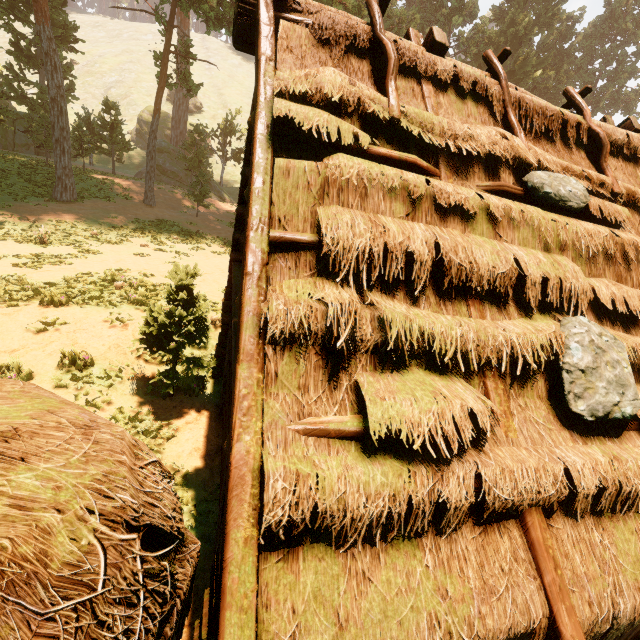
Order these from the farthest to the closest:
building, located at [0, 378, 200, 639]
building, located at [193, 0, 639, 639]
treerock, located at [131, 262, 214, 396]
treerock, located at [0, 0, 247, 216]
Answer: treerock, located at [0, 0, 247, 216]
treerock, located at [131, 262, 214, 396]
building, located at [193, 0, 639, 639]
building, located at [0, 378, 200, 639]

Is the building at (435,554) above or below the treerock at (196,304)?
above

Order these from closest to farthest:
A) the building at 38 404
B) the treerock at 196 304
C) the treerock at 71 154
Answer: the building at 38 404 → the treerock at 196 304 → the treerock at 71 154

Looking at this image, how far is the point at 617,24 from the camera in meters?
34.8

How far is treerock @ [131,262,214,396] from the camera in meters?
7.2

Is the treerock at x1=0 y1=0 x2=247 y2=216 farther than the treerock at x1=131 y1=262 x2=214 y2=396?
Yes

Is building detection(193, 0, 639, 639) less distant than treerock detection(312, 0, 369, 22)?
Yes
